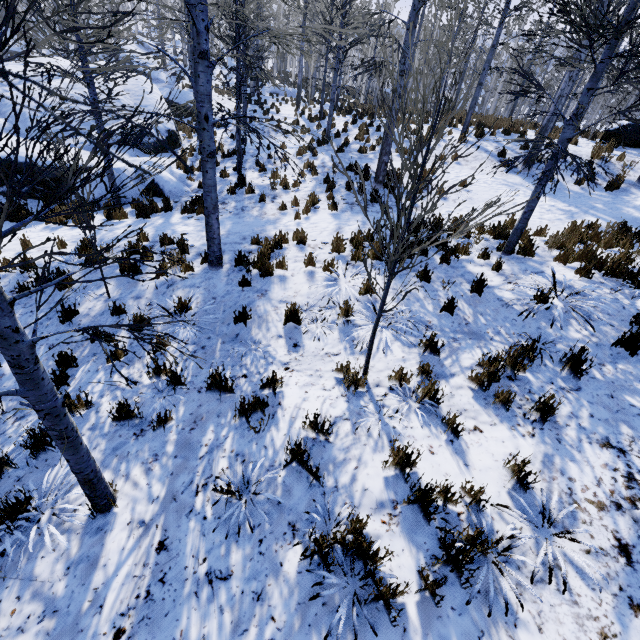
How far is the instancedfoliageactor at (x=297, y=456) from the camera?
3.2m

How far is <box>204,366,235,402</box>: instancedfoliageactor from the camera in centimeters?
418cm

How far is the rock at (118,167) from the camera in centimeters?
1064cm

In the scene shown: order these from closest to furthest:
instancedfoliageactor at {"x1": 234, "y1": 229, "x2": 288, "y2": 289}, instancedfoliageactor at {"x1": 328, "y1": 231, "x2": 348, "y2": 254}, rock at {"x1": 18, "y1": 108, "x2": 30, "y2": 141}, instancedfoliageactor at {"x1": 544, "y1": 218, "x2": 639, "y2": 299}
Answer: instancedfoliageactor at {"x1": 544, "y1": 218, "x2": 639, "y2": 299} < instancedfoliageactor at {"x1": 234, "y1": 229, "x2": 288, "y2": 289} < instancedfoliageactor at {"x1": 328, "y1": 231, "x2": 348, "y2": 254} < rock at {"x1": 18, "y1": 108, "x2": 30, "y2": 141}

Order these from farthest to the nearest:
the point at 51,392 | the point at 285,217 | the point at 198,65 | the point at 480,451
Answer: the point at 285,217, the point at 198,65, the point at 480,451, the point at 51,392

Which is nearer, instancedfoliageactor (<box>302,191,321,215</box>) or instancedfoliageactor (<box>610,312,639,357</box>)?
instancedfoliageactor (<box>610,312,639,357</box>)

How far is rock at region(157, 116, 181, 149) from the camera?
14.1m
